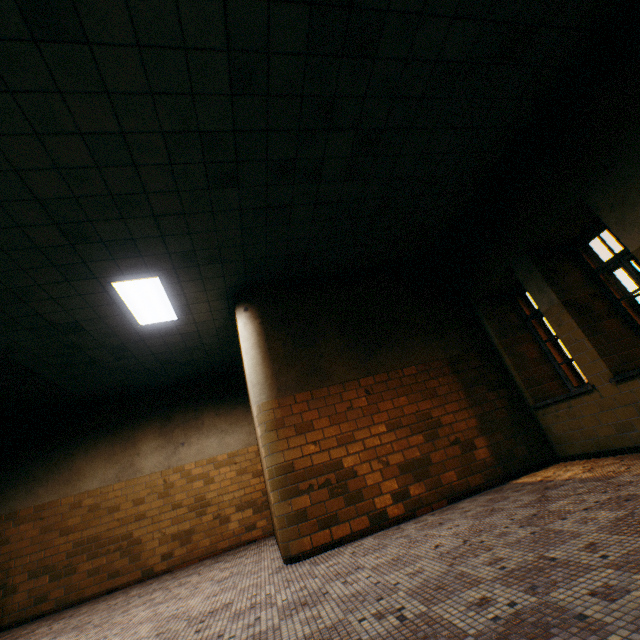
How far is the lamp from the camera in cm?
467

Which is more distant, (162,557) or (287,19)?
→ (162,557)

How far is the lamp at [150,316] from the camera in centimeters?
467cm
